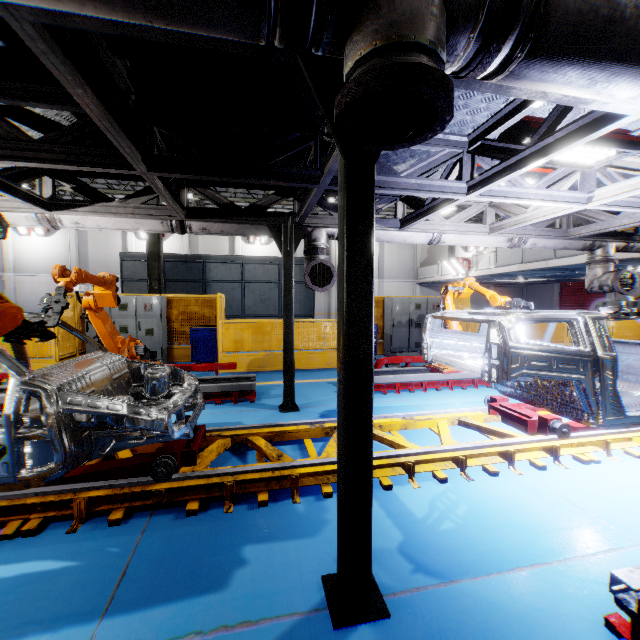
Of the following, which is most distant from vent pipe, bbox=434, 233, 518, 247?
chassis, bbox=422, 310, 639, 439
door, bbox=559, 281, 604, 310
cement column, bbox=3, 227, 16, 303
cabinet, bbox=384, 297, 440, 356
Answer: cement column, bbox=3, 227, 16, 303

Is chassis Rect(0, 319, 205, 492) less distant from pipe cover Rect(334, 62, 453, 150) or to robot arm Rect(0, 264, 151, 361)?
robot arm Rect(0, 264, 151, 361)

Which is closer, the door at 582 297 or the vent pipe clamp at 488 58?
the vent pipe clamp at 488 58

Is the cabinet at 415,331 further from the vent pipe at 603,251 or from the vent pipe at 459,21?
the vent pipe at 459,21

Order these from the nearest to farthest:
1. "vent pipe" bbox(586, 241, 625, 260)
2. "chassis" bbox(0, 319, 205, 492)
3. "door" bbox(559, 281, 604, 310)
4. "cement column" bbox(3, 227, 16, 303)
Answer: "chassis" bbox(0, 319, 205, 492)
"vent pipe" bbox(586, 241, 625, 260)
"cement column" bbox(3, 227, 16, 303)
"door" bbox(559, 281, 604, 310)

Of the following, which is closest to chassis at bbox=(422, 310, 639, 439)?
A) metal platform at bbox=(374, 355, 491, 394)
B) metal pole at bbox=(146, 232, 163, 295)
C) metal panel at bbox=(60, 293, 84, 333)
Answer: metal platform at bbox=(374, 355, 491, 394)

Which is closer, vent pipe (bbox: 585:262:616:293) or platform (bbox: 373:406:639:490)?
platform (bbox: 373:406:639:490)

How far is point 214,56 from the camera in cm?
289
